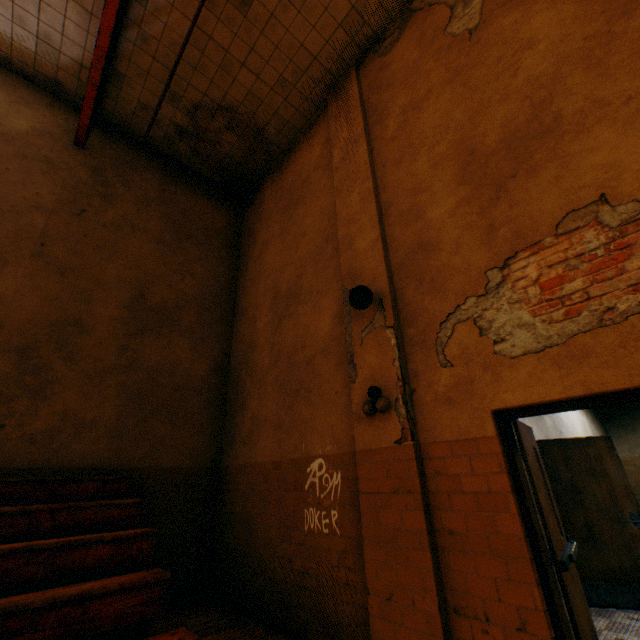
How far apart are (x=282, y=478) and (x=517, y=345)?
3.7m

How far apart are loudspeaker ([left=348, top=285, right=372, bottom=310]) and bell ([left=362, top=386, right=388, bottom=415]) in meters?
0.9 m

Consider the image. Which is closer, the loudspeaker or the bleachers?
the bleachers

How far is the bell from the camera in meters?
3.5 m

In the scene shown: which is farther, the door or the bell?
the bell

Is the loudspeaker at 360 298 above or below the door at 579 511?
above

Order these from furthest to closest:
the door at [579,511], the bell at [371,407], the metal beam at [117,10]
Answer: the metal beam at [117,10] → the bell at [371,407] → the door at [579,511]

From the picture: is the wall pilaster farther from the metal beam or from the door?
the metal beam
